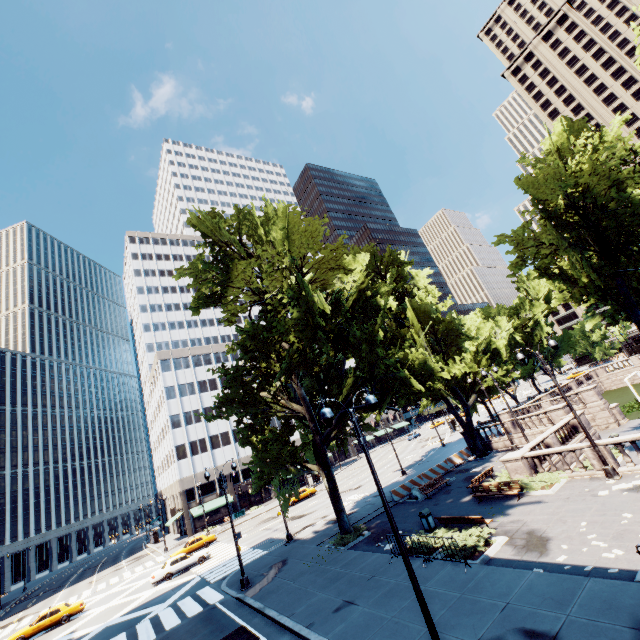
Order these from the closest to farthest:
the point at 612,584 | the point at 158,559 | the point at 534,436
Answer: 1. the point at 612,584
2. the point at 534,436
3. the point at 158,559

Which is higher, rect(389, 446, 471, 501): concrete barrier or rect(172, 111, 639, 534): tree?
rect(172, 111, 639, 534): tree

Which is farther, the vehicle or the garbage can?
the vehicle

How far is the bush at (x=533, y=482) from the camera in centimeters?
1781cm

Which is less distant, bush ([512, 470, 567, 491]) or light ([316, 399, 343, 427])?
light ([316, 399, 343, 427])

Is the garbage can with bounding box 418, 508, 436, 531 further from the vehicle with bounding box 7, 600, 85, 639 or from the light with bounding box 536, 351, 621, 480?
the vehicle with bounding box 7, 600, 85, 639

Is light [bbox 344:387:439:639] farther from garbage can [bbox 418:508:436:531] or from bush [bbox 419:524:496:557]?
garbage can [bbox 418:508:436:531]

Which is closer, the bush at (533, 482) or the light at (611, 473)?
the light at (611, 473)
